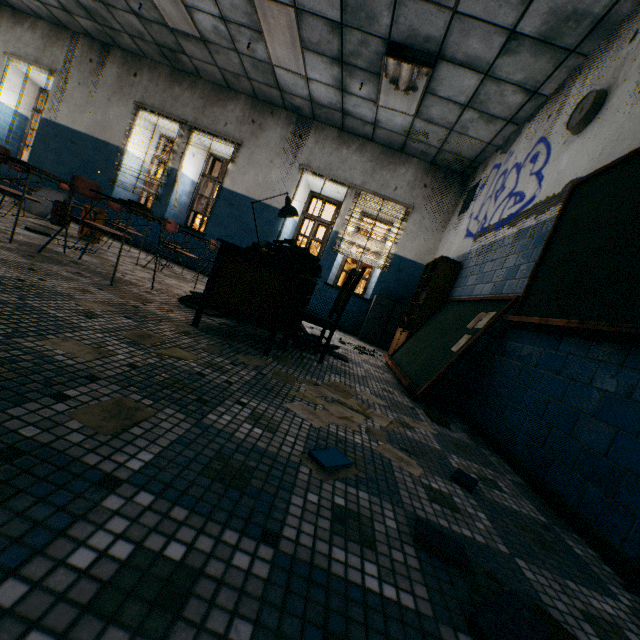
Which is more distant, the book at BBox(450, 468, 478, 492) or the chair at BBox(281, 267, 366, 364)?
the chair at BBox(281, 267, 366, 364)

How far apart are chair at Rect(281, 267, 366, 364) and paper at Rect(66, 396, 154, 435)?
1.76m

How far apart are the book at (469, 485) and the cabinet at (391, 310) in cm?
487

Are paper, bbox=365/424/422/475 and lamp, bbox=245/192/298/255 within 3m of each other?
yes

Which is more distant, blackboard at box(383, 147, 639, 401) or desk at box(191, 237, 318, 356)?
desk at box(191, 237, 318, 356)

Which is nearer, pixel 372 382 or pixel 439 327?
pixel 372 382

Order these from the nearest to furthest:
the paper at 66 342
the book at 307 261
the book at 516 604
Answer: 1. the book at 516 604
2. the paper at 66 342
3. the book at 307 261

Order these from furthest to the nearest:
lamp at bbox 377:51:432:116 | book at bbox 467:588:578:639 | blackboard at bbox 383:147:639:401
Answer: lamp at bbox 377:51:432:116 → blackboard at bbox 383:147:639:401 → book at bbox 467:588:578:639
